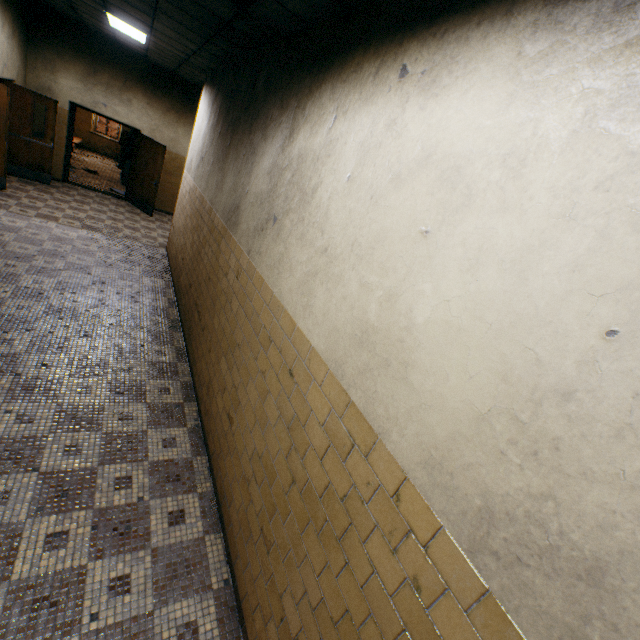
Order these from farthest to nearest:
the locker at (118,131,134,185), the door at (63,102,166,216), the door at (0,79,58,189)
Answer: the locker at (118,131,134,185) < the door at (63,102,166,216) < the door at (0,79,58,189)

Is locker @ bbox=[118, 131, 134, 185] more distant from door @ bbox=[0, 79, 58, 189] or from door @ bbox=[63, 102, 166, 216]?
door @ bbox=[0, 79, 58, 189]

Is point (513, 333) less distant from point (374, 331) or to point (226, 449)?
point (374, 331)

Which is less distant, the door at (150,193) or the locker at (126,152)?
the door at (150,193)

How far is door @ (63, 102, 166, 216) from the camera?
9.2m

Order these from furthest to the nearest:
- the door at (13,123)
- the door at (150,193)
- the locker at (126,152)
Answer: the locker at (126,152) → the door at (150,193) → the door at (13,123)

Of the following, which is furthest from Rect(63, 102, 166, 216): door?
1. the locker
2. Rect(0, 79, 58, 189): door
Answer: the locker

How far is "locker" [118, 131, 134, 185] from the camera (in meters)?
11.70
